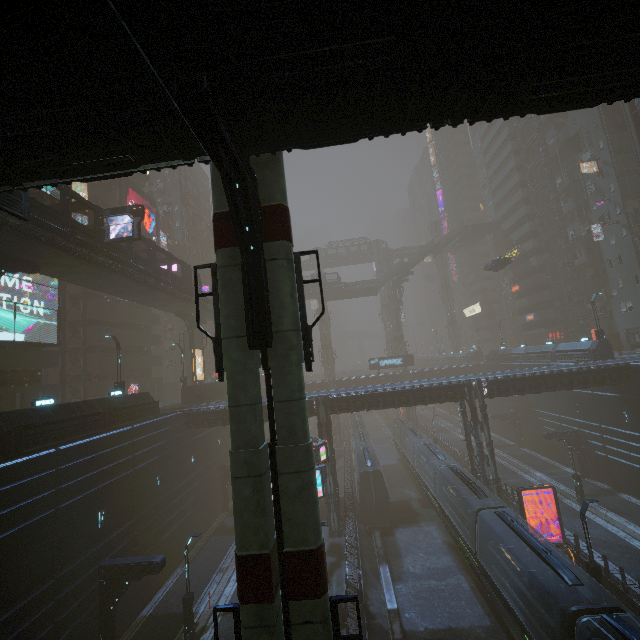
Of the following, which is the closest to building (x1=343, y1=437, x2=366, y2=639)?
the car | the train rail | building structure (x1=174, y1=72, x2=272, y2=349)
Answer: the train rail

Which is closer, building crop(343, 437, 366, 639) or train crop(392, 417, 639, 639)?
train crop(392, 417, 639, 639)

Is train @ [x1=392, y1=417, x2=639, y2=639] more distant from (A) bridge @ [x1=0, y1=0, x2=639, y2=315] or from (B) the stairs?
(B) the stairs

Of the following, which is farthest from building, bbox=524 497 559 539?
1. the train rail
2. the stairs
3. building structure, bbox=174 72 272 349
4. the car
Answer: building structure, bbox=174 72 272 349

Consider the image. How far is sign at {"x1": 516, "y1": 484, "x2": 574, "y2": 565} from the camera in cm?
2095

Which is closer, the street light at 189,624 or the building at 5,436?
the building at 5,436

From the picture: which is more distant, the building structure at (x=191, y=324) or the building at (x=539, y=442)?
the building structure at (x=191, y=324)

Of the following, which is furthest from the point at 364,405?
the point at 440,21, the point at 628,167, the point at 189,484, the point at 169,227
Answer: the point at 169,227
